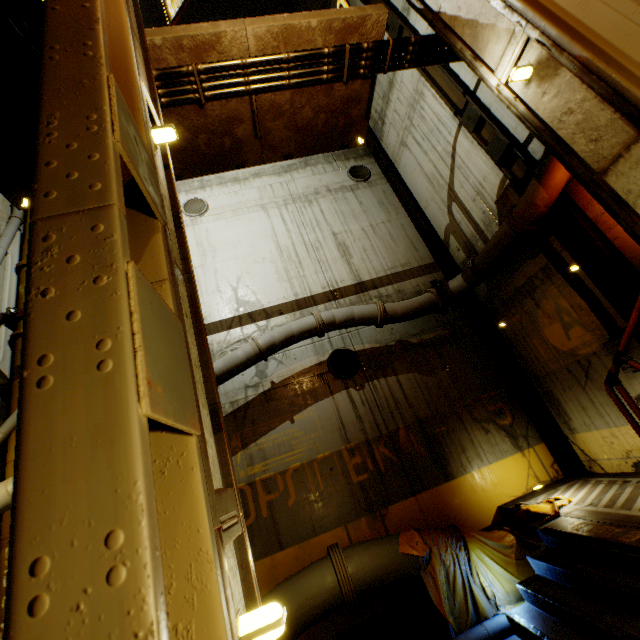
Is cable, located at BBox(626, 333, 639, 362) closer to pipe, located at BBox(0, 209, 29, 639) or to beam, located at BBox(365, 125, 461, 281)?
pipe, located at BBox(0, 209, 29, 639)

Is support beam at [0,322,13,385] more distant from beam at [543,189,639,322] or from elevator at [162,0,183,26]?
beam at [543,189,639,322]

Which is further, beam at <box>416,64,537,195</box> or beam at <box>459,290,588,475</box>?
beam at <box>459,290,588,475</box>

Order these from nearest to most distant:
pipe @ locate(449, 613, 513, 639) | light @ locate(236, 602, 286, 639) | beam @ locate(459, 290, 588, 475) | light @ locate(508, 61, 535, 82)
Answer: light @ locate(236, 602, 286, 639), light @ locate(508, 61, 535, 82), pipe @ locate(449, 613, 513, 639), beam @ locate(459, 290, 588, 475)

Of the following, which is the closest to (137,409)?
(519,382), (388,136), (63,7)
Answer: (63,7)

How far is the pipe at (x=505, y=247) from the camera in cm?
538

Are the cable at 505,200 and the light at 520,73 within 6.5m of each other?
yes

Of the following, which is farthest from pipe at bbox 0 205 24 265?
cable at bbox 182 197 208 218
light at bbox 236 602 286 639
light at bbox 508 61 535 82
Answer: light at bbox 236 602 286 639
